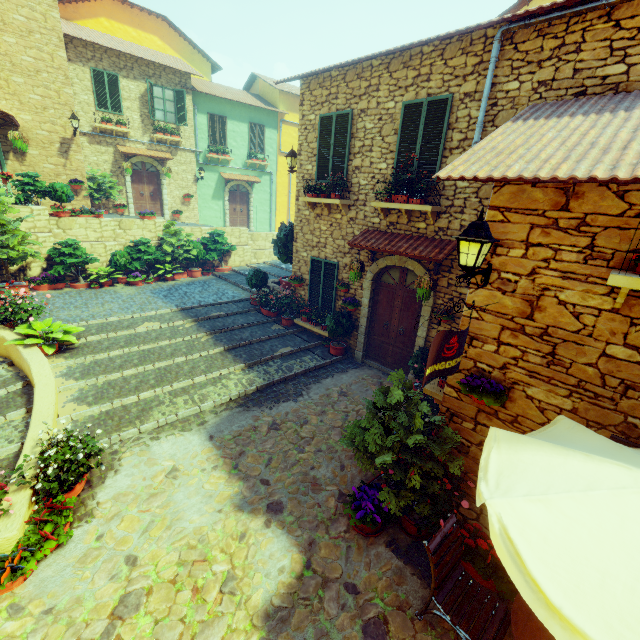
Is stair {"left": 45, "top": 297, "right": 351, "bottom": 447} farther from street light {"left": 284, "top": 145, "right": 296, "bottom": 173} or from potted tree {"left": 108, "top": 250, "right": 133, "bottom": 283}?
street light {"left": 284, "top": 145, "right": 296, "bottom": 173}

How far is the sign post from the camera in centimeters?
344cm

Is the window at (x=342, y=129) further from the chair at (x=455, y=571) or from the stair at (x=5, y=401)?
the stair at (x=5, y=401)

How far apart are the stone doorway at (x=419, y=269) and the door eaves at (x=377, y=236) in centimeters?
4cm

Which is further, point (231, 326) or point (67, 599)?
point (231, 326)

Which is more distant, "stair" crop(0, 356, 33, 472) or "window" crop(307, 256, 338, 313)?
"window" crop(307, 256, 338, 313)

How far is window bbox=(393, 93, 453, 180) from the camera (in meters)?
6.50

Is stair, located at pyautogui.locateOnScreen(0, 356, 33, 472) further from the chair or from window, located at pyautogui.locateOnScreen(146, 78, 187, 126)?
window, located at pyautogui.locateOnScreen(146, 78, 187, 126)
